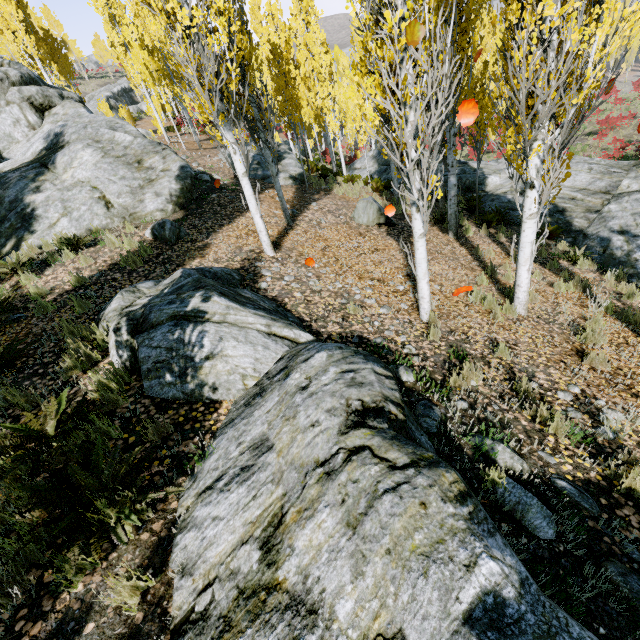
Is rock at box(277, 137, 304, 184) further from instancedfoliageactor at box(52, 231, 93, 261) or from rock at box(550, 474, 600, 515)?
rock at box(550, 474, 600, 515)

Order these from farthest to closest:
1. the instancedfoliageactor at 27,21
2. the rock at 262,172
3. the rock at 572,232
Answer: the instancedfoliageactor at 27,21 < the rock at 262,172 < the rock at 572,232

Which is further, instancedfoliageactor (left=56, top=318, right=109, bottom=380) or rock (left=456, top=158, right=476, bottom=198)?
rock (left=456, top=158, right=476, bottom=198)

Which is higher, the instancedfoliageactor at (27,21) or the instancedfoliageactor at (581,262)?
the instancedfoliageactor at (27,21)

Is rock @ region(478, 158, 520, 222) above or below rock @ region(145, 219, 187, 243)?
below

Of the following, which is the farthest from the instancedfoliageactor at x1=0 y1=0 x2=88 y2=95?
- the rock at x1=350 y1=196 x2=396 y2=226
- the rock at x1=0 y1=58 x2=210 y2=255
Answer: the rock at x1=350 y1=196 x2=396 y2=226

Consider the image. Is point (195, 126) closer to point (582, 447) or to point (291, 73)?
point (291, 73)

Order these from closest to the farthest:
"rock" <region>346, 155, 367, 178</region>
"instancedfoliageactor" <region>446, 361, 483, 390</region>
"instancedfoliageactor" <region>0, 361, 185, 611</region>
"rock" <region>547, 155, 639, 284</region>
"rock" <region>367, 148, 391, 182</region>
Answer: "instancedfoliageactor" <region>0, 361, 185, 611</region>, "instancedfoliageactor" <region>446, 361, 483, 390</region>, "rock" <region>547, 155, 639, 284</region>, "rock" <region>367, 148, 391, 182</region>, "rock" <region>346, 155, 367, 178</region>
